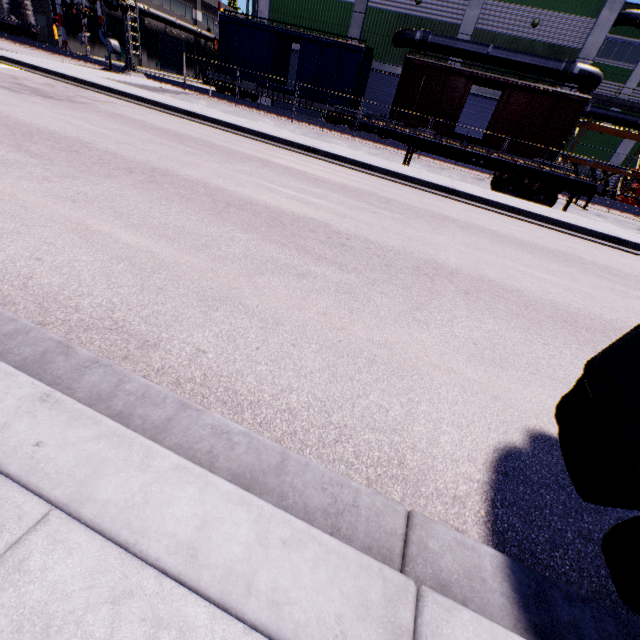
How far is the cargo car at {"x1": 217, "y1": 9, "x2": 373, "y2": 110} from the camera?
21.7 meters

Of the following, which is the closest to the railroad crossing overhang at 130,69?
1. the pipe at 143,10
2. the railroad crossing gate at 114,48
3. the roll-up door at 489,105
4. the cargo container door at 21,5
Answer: the railroad crossing gate at 114,48

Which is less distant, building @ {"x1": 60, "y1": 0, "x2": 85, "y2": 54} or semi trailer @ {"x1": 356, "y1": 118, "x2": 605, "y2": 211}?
semi trailer @ {"x1": 356, "y1": 118, "x2": 605, "y2": 211}

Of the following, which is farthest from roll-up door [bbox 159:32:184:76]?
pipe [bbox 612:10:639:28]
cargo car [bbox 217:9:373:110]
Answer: pipe [bbox 612:10:639:28]

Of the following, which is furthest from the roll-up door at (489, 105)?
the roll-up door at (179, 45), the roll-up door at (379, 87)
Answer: the roll-up door at (179, 45)

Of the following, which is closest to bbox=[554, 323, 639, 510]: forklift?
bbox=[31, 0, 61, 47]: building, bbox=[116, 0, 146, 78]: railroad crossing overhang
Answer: bbox=[31, 0, 61, 47]: building

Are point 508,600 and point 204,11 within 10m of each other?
no

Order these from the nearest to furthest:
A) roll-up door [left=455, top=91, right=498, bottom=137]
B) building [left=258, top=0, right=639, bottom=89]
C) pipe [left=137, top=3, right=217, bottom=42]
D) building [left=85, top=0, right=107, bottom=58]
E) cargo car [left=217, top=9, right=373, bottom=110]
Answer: building [left=258, top=0, right=639, bottom=89] < cargo car [left=217, top=9, right=373, bottom=110] < roll-up door [left=455, top=91, right=498, bottom=137] < building [left=85, top=0, right=107, bottom=58] < pipe [left=137, top=3, right=217, bottom=42]
